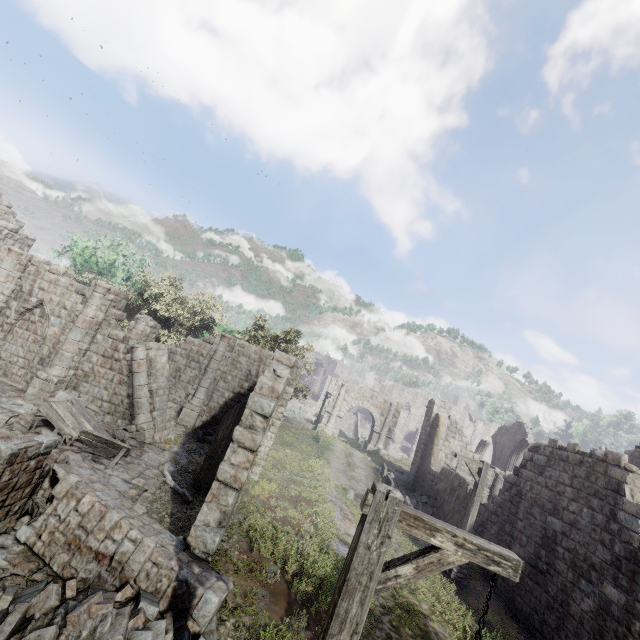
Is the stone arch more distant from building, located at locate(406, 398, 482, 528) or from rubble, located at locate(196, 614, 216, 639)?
rubble, located at locate(196, 614, 216, 639)

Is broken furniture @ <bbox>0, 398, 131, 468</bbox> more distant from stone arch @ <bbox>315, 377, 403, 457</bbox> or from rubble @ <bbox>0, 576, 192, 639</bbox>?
stone arch @ <bbox>315, 377, 403, 457</bbox>

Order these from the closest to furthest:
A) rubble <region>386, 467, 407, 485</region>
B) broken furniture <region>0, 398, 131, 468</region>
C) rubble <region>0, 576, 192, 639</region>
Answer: rubble <region>0, 576, 192, 639</region>
broken furniture <region>0, 398, 131, 468</region>
rubble <region>386, 467, 407, 485</region>

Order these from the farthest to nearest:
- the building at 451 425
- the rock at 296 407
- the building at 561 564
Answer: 1. the rock at 296 407
2. the building at 451 425
3. the building at 561 564

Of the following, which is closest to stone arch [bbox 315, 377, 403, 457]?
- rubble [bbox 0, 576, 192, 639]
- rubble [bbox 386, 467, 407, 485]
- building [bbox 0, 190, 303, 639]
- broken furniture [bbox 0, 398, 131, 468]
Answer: building [bbox 0, 190, 303, 639]

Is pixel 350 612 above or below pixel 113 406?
above

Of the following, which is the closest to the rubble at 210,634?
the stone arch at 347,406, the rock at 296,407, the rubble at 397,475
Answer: the rubble at 397,475

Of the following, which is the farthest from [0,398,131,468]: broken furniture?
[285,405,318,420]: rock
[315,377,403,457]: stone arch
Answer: [285,405,318,420]: rock
